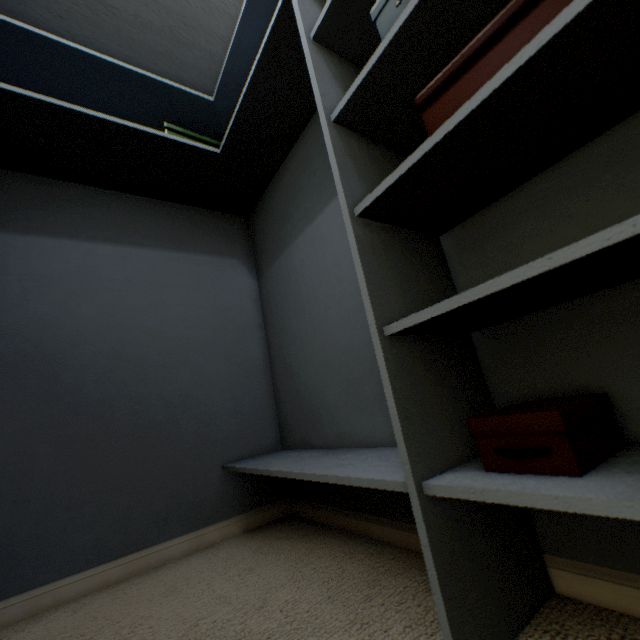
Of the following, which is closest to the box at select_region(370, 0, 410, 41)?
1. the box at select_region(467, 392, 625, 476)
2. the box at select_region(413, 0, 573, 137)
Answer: the box at select_region(413, 0, 573, 137)

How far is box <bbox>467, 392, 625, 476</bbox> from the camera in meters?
0.5 m

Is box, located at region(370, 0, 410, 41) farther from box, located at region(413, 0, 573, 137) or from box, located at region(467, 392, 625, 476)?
box, located at region(467, 392, 625, 476)

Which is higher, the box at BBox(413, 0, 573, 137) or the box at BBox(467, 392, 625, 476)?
the box at BBox(413, 0, 573, 137)

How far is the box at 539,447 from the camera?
0.50m

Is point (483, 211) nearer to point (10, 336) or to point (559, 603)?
point (559, 603)

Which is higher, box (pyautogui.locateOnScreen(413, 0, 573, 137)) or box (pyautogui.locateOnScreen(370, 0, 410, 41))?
box (pyautogui.locateOnScreen(370, 0, 410, 41))

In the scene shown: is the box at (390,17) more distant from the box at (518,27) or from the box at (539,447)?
the box at (539,447)
